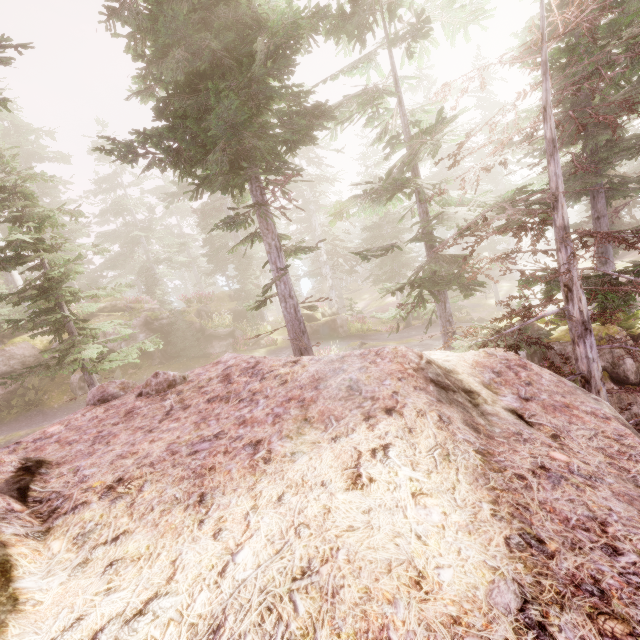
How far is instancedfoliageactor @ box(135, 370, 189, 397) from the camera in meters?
4.8 m

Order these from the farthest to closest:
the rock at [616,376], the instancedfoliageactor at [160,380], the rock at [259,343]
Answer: the rock at [259,343] < the rock at [616,376] < the instancedfoliageactor at [160,380]

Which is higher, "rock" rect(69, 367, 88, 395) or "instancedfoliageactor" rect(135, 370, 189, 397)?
"instancedfoliageactor" rect(135, 370, 189, 397)

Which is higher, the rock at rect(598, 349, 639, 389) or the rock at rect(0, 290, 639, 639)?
the rock at rect(0, 290, 639, 639)

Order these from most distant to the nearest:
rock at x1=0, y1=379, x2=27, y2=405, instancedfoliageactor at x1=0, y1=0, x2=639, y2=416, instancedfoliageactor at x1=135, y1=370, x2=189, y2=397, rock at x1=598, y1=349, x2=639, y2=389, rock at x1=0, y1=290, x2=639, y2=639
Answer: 1. rock at x1=0, y1=379, x2=27, y2=405
2. rock at x1=598, y1=349, x2=639, y2=389
3. instancedfoliageactor at x1=0, y1=0, x2=639, y2=416
4. instancedfoliageactor at x1=135, y1=370, x2=189, y2=397
5. rock at x1=0, y1=290, x2=639, y2=639

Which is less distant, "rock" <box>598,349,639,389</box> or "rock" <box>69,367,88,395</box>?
"rock" <box>598,349,639,389</box>

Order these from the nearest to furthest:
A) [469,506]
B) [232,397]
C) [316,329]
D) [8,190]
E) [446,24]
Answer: [469,506] < [232,397] < [8,190] < [446,24] < [316,329]

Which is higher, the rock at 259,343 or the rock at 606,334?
the rock at 259,343
